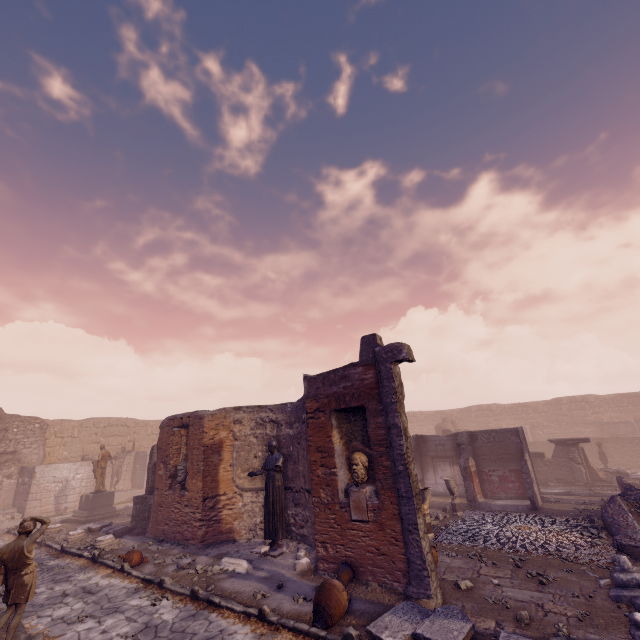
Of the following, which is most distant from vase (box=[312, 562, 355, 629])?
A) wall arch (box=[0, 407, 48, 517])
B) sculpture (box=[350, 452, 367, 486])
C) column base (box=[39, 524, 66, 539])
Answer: wall arch (box=[0, 407, 48, 517])

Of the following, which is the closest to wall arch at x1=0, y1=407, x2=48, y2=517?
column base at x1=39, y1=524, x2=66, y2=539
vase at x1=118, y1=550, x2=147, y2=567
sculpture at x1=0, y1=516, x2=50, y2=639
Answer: column base at x1=39, y1=524, x2=66, y2=539

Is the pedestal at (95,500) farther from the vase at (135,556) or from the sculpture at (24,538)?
the sculpture at (24,538)

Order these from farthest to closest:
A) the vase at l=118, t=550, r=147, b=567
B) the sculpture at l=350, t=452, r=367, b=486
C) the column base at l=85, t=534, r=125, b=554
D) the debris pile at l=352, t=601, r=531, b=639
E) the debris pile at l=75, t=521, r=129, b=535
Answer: the debris pile at l=75, t=521, r=129, b=535 → the column base at l=85, t=534, r=125, b=554 → the vase at l=118, t=550, r=147, b=567 → the sculpture at l=350, t=452, r=367, b=486 → the debris pile at l=352, t=601, r=531, b=639

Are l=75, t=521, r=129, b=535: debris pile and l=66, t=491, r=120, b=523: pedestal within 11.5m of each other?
yes

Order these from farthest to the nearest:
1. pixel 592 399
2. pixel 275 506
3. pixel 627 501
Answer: pixel 592 399 < pixel 627 501 < pixel 275 506

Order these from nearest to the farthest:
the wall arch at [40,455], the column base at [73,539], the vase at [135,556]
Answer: the vase at [135,556], the column base at [73,539], the wall arch at [40,455]

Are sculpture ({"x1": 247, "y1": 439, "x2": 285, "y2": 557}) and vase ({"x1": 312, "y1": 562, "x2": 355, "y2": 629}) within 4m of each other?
yes
